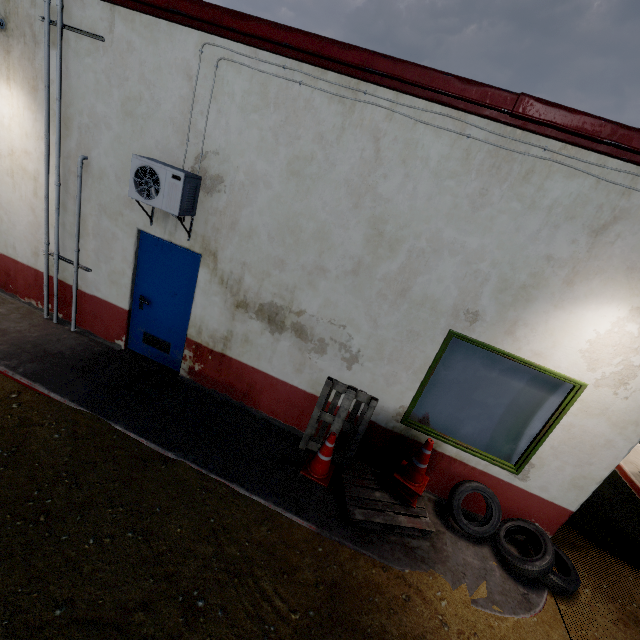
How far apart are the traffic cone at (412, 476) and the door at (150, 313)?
3.8 meters

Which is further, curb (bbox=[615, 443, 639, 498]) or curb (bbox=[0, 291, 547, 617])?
curb (bbox=[615, 443, 639, 498])

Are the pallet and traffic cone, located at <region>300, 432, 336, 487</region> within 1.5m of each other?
yes

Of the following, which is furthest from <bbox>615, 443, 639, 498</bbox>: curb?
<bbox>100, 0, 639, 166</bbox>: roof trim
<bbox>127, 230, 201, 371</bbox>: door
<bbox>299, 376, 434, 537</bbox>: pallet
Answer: <bbox>127, 230, 201, 371</bbox>: door

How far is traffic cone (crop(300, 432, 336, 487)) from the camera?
4.4m

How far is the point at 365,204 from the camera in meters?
3.9

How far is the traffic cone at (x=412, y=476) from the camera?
4.3 meters

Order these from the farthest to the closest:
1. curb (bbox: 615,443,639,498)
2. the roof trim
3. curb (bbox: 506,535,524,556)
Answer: curb (bbox: 615,443,639,498)
curb (bbox: 506,535,524,556)
the roof trim
